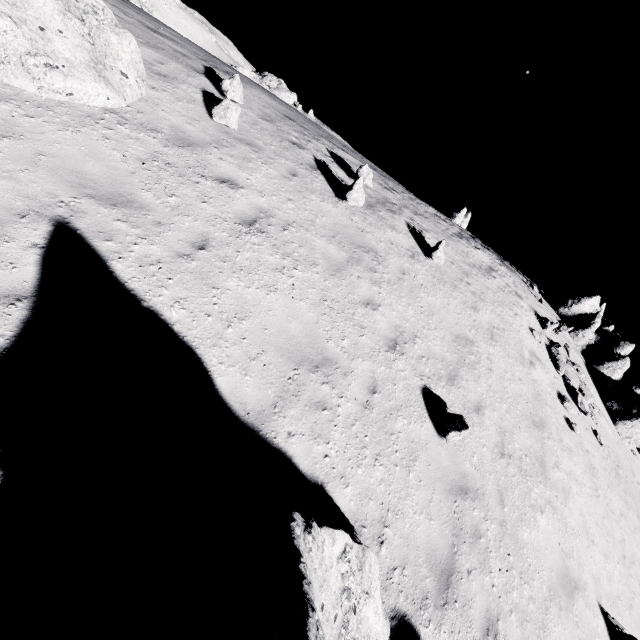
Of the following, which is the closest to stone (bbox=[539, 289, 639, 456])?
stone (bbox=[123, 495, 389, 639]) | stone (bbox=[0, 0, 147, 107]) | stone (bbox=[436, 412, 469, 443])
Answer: stone (bbox=[436, 412, 469, 443])

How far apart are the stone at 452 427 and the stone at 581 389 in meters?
11.0 m

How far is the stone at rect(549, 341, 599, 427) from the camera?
14.3m

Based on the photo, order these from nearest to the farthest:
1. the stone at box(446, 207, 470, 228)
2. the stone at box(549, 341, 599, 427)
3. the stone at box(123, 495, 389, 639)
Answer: the stone at box(123, 495, 389, 639) < the stone at box(549, 341, 599, 427) < the stone at box(446, 207, 470, 228)

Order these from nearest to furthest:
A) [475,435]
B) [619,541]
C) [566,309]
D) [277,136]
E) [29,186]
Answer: [29,186], [475,435], [277,136], [619,541], [566,309]

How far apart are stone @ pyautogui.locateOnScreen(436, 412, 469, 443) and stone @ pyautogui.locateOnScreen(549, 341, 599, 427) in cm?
1101

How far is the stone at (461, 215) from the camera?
32.8m

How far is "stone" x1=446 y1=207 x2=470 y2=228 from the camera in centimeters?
3281cm
